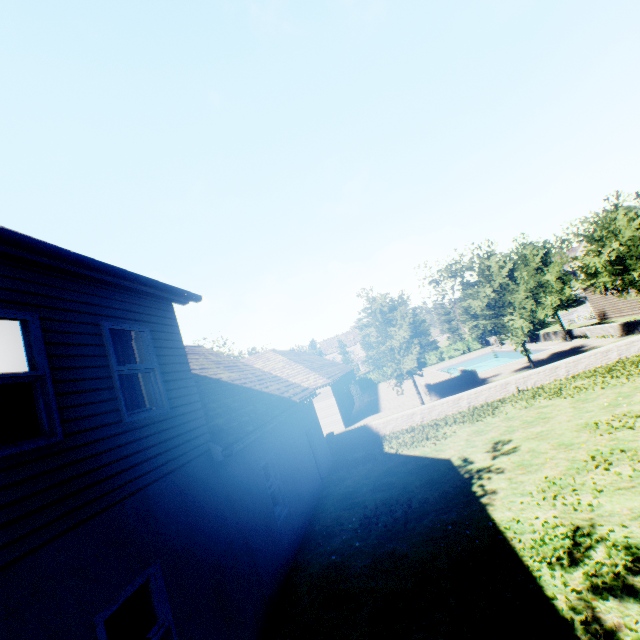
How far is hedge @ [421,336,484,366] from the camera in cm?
4666

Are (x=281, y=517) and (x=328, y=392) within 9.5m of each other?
no

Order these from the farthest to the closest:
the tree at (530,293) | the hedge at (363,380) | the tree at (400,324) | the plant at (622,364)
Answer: the hedge at (363,380) → the tree at (400,324) → the tree at (530,293) → the plant at (622,364)

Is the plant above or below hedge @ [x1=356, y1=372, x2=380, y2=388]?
below

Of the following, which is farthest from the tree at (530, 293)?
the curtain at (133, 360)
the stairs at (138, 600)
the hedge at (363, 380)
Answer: the stairs at (138, 600)

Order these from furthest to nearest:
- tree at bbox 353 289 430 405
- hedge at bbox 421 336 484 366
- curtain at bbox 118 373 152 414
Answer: hedge at bbox 421 336 484 366 < tree at bbox 353 289 430 405 < curtain at bbox 118 373 152 414

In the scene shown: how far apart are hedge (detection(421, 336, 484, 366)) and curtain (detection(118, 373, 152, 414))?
46.2 meters

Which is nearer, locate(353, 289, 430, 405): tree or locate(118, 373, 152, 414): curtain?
locate(118, 373, 152, 414): curtain
